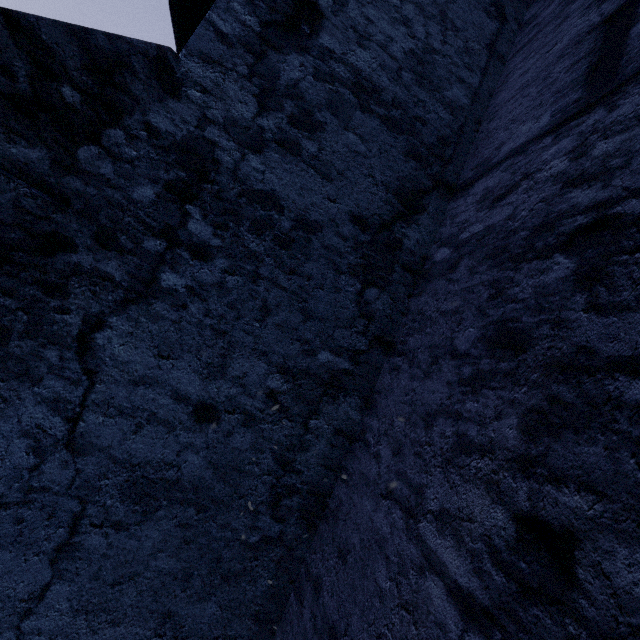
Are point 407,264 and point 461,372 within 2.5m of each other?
yes
